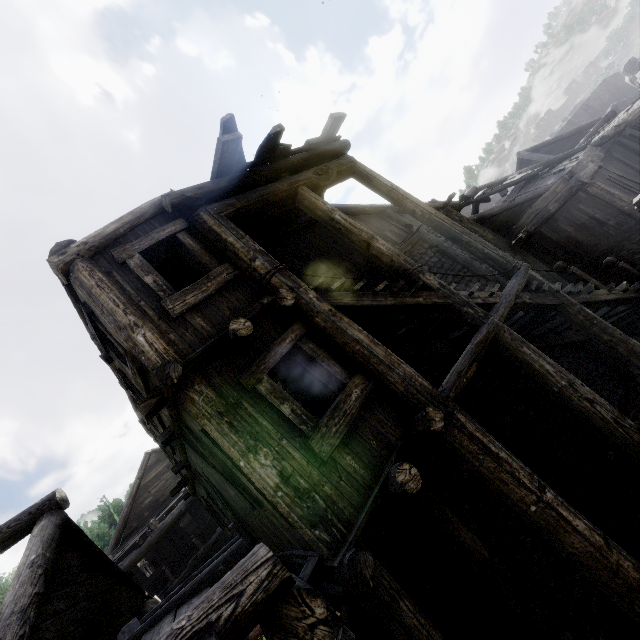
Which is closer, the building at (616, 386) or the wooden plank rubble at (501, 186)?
the building at (616, 386)

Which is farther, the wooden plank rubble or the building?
the wooden plank rubble

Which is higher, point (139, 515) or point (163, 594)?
point (139, 515)

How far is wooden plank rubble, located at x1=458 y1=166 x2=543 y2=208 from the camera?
13.8m

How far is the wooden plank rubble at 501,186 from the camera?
13.8m
